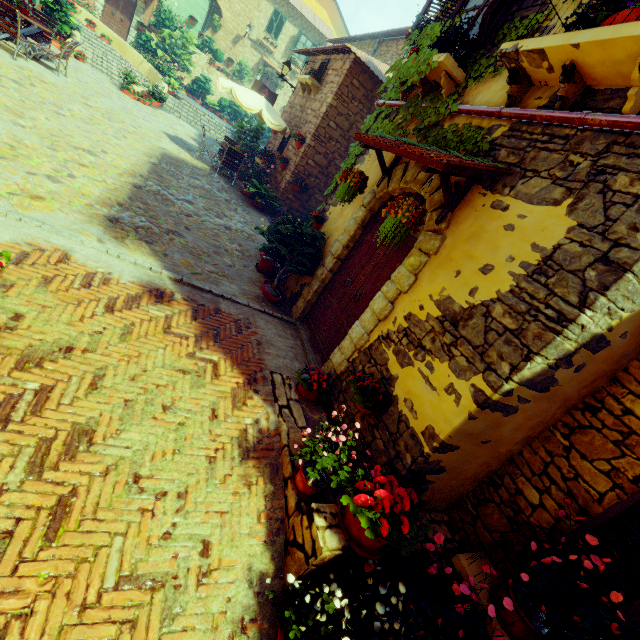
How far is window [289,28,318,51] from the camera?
25.5m

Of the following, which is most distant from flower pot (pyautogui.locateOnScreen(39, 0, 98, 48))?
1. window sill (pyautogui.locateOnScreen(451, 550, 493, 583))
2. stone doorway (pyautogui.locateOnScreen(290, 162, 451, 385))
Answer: window sill (pyautogui.locateOnScreen(451, 550, 493, 583))

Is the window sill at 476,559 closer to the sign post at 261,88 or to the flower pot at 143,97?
the sign post at 261,88

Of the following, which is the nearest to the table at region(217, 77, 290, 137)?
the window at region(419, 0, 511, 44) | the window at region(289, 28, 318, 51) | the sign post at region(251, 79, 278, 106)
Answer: the sign post at region(251, 79, 278, 106)

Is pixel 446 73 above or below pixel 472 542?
above

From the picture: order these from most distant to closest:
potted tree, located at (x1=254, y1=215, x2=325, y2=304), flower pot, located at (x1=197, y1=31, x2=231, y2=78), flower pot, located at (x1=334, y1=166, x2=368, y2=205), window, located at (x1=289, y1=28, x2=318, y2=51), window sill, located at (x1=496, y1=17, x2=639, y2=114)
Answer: window, located at (x1=289, y1=28, x2=318, y2=51) → flower pot, located at (x1=197, y1=31, x2=231, y2=78) → potted tree, located at (x1=254, y1=215, x2=325, y2=304) → flower pot, located at (x1=334, y1=166, x2=368, y2=205) → window sill, located at (x1=496, y1=17, x2=639, y2=114)

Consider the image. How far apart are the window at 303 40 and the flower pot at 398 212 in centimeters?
3007cm

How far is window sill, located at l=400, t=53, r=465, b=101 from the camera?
4.09m
